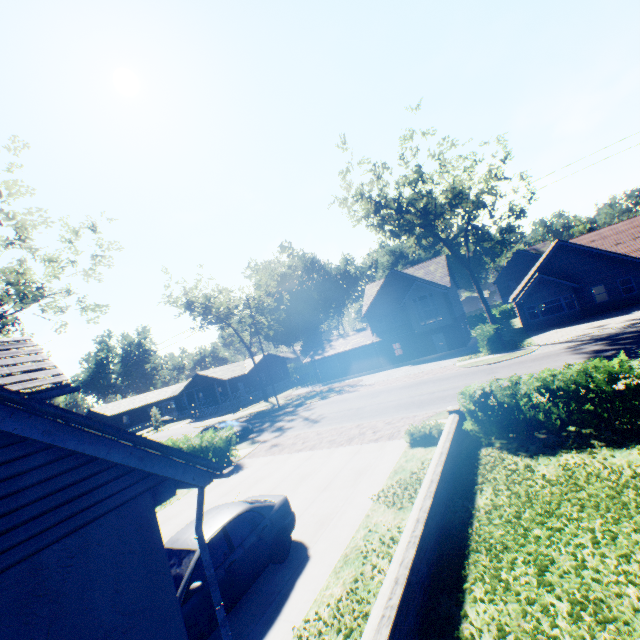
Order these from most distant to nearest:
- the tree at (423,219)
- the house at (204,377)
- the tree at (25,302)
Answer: the house at (204,377) → the tree at (423,219) → the tree at (25,302)

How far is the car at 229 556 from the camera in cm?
646

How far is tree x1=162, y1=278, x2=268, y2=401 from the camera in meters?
39.2 m

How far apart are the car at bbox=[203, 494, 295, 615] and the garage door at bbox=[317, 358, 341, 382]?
34.4m

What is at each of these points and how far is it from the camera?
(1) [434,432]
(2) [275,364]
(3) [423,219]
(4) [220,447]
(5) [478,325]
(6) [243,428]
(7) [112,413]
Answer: (1) hedge, 11.9m
(2) house, 57.4m
(3) tree, 25.9m
(4) hedge, 17.7m
(5) hedge, 29.6m
(6) car, 22.8m
(7) house, 58.4m

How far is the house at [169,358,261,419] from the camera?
48.06m

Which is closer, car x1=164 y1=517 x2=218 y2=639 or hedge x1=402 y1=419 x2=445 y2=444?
car x1=164 y1=517 x2=218 y2=639

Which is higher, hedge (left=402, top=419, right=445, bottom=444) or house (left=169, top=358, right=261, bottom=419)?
house (left=169, top=358, right=261, bottom=419)
